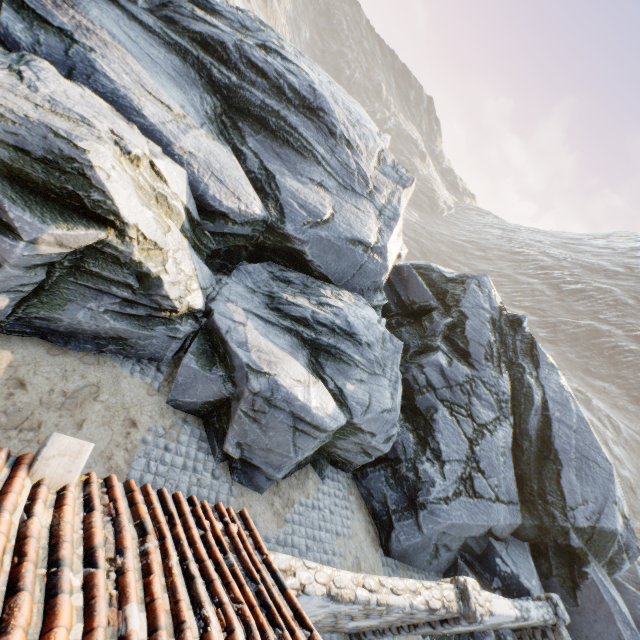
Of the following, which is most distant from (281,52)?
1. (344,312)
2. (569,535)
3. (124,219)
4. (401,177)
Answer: (569,535)

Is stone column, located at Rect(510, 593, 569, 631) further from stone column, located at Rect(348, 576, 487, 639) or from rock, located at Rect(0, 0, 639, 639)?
stone column, located at Rect(348, 576, 487, 639)

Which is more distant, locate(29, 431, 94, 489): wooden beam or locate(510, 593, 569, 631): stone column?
locate(510, 593, 569, 631): stone column

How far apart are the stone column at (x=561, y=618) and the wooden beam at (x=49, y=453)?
13.5m

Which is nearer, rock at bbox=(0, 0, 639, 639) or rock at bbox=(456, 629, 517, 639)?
rock at bbox=(0, 0, 639, 639)

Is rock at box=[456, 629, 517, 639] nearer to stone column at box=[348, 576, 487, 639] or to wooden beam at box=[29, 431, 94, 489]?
stone column at box=[348, 576, 487, 639]

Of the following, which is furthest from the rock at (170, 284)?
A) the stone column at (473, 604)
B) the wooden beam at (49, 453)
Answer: the wooden beam at (49, 453)

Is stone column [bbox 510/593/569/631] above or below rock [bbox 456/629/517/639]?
above
